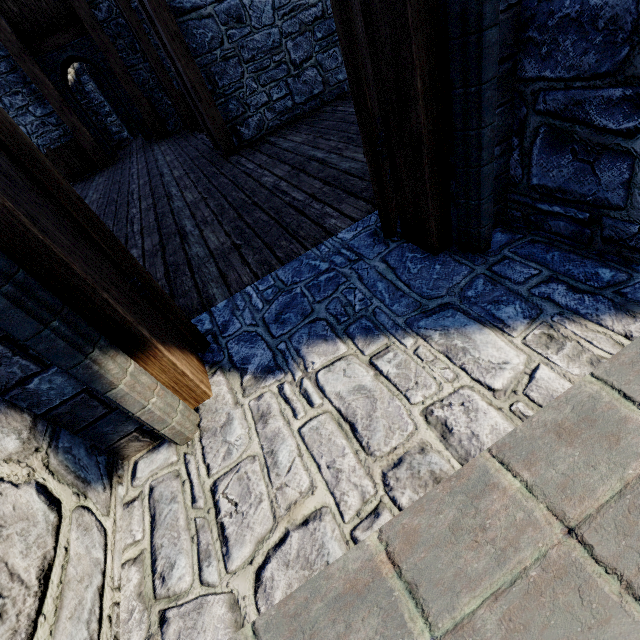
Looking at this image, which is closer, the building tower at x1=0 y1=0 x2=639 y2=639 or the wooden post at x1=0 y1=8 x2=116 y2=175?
the building tower at x1=0 y1=0 x2=639 y2=639

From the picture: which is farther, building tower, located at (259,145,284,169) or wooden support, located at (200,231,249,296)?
building tower, located at (259,145,284,169)

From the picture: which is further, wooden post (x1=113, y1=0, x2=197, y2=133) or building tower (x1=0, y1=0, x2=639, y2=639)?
wooden post (x1=113, y1=0, x2=197, y2=133)

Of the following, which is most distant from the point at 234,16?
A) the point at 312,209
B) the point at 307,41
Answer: the point at 312,209

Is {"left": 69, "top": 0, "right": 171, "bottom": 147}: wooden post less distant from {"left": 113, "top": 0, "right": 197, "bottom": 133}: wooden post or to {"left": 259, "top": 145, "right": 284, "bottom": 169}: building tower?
{"left": 259, "top": 145, "right": 284, "bottom": 169}: building tower

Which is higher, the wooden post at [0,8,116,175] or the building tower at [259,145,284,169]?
the wooden post at [0,8,116,175]

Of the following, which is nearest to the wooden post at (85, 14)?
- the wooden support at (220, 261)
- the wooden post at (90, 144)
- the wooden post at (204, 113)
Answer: the wooden post at (90, 144)

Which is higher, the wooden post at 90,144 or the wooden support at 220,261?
the wooden post at 90,144
